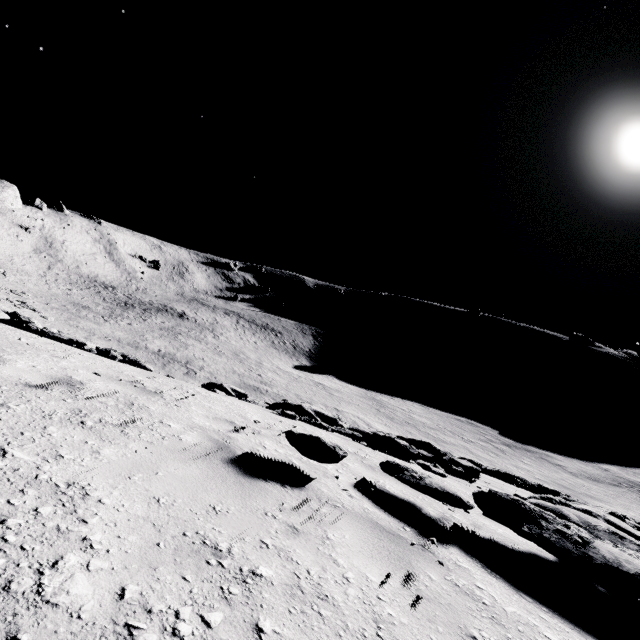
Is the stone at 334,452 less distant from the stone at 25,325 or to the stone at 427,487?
the stone at 427,487

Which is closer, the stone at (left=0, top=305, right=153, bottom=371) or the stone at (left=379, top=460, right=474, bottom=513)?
the stone at (left=379, top=460, right=474, bottom=513)

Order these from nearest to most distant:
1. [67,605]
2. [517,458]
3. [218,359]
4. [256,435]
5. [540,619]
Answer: [67,605]
[540,619]
[256,435]
[517,458]
[218,359]

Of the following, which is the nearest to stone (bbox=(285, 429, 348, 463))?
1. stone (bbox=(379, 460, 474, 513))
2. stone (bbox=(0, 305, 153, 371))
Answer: stone (bbox=(379, 460, 474, 513))

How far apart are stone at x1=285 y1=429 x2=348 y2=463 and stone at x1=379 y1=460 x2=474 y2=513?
0.83m

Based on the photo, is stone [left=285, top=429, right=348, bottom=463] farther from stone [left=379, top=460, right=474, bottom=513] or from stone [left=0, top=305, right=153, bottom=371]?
stone [left=0, top=305, right=153, bottom=371]

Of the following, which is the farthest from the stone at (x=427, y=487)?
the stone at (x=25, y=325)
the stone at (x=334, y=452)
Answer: the stone at (x=25, y=325)
